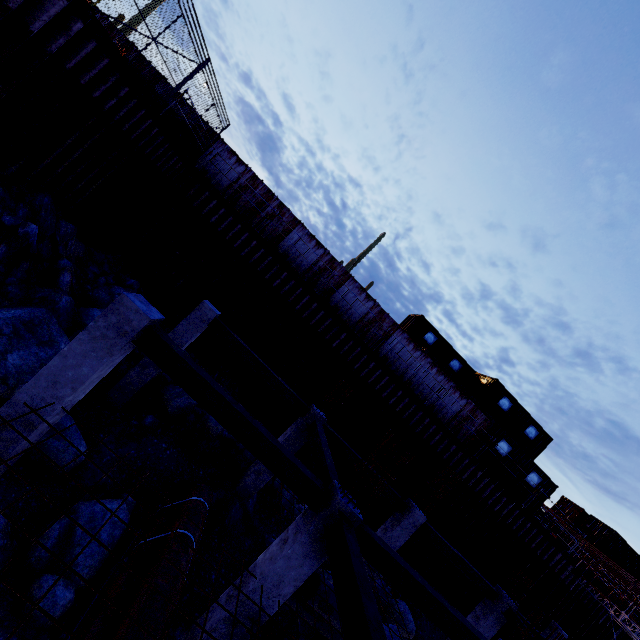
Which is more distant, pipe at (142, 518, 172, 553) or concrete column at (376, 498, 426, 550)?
concrete column at (376, 498, 426, 550)

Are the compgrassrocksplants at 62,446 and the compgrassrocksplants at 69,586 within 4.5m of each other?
yes

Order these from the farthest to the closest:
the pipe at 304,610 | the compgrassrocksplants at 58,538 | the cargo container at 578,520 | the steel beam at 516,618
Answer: the cargo container at 578,520
the steel beam at 516,618
the pipe at 304,610
the compgrassrocksplants at 58,538

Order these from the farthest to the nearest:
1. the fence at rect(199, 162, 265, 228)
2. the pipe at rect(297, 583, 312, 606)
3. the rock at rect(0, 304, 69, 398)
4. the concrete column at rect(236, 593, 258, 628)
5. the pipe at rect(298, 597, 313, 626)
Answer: the fence at rect(199, 162, 265, 228), the pipe at rect(298, 597, 313, 626), the pipe at rect(297, 583, 312, 606), the rock at rect(0, 304, 69, 398), the concrete column at rect(236, 593, 258, 628)

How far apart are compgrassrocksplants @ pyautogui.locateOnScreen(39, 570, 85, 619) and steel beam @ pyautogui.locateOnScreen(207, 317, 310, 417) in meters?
4.6 m

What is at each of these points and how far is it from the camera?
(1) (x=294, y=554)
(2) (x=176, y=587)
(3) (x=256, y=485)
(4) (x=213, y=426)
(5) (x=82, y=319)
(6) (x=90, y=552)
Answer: (1) concrete column, 5.6m
(2) pipe, 6.2m
(3) concrete column, 10.5m
(4) compgrassrocksplants, 10.9m
(5) rock, 10.0m
(6) compgrassrocksplants, 6.3m

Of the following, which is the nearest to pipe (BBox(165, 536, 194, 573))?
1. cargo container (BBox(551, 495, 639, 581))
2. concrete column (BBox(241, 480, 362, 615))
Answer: concrete column (BBox(241, 480, 362, 615))

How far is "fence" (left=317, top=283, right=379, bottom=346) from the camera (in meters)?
17.66
